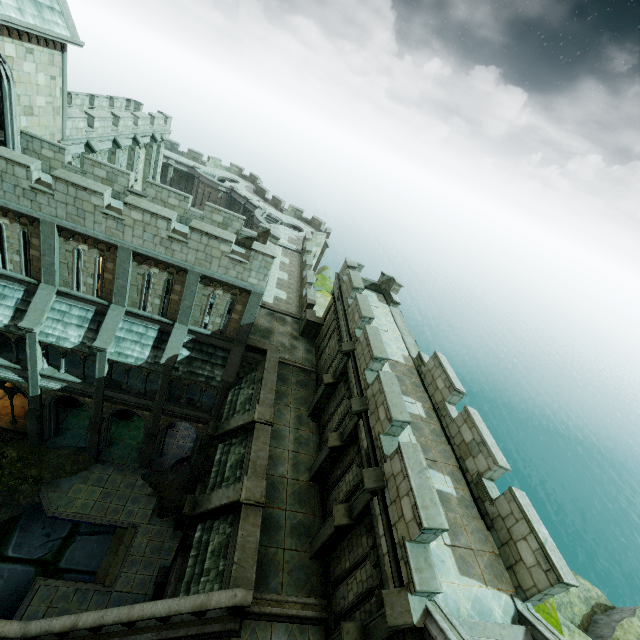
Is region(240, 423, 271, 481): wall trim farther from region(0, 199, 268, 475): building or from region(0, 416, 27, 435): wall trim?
region(0, 416, 27, 435): wall trim

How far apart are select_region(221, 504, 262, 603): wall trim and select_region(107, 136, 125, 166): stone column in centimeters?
2475cm

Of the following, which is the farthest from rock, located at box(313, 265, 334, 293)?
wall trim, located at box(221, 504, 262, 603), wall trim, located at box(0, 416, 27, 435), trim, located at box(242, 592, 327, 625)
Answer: trim, located at box(242, 592, 327, 625)

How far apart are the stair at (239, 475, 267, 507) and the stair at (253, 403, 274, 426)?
2.5 meters

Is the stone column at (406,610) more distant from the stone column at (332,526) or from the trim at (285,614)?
the stone column at (332,526)

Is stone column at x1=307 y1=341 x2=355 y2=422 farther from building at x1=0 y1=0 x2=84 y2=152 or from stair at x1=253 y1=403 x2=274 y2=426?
building at x1=0 y1=0 x2=84 y2=152

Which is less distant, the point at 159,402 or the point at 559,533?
the point at 159,402

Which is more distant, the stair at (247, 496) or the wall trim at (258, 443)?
the wall trim at (258, 443)
